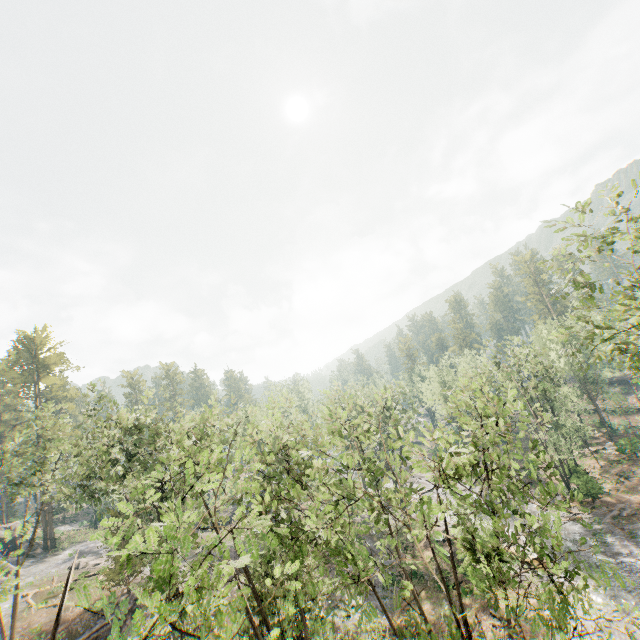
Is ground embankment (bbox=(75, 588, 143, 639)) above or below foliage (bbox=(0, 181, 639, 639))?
below

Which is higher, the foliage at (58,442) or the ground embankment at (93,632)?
the foliage at (58,442)

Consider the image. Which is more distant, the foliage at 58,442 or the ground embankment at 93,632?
the ground embankment at 93,632

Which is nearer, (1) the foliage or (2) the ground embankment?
(1) the foliage

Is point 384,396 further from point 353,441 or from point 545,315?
point 545,315
